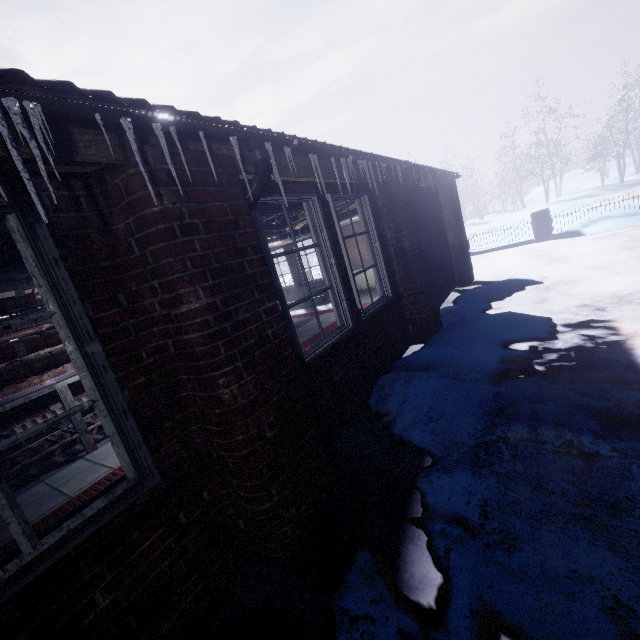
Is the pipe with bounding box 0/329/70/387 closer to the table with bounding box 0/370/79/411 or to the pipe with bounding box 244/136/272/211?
the table with bounding box 0/370/79/411

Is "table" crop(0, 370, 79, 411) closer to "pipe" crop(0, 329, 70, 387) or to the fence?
"pipe" crop(0, 329, 70, 387)

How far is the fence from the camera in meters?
9.2

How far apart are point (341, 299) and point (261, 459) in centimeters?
177cm

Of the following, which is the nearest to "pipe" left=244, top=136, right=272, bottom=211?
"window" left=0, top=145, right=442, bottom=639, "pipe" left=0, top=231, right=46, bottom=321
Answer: "window" left=0, top=145, right=442, bottom=639

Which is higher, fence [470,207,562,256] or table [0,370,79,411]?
table [0,370,79,411]

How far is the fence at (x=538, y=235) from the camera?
9.2m

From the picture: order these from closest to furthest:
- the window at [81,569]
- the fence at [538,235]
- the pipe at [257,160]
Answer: the window at [81,569] < the pipe at [257,160] < the fence at [538,235]
